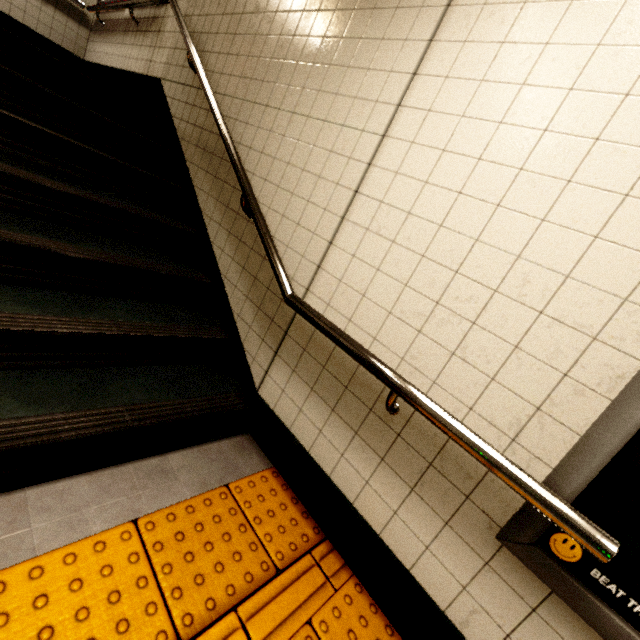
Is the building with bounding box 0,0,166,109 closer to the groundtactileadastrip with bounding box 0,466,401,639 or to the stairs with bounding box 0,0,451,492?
the stairs with bounding box 0,0,451,492

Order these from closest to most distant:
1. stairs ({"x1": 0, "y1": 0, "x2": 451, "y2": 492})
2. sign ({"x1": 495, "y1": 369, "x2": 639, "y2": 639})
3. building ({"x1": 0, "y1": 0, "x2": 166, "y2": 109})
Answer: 1. sign ({"x1": 495, "y1": 369, "x2": 639, "y2": 639})
2. stairs ({"x1": 0, "y1": 0, "x2": 451, "y2": 492})
3. building ({"x1": 0, "y1": 0, "x2": 166, "y2": 109})

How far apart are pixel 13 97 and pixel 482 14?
2.8 meters

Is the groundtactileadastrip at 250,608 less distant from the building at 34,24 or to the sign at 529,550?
the sign at 529,550

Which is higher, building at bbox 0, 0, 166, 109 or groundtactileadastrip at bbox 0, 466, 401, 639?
building at bbox 0, 0, 166, 109

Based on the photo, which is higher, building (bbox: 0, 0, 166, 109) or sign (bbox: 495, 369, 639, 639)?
building (bbox: 0, 0, 166, 109)

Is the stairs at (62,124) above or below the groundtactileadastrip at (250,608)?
above

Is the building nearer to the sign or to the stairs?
the stairs
